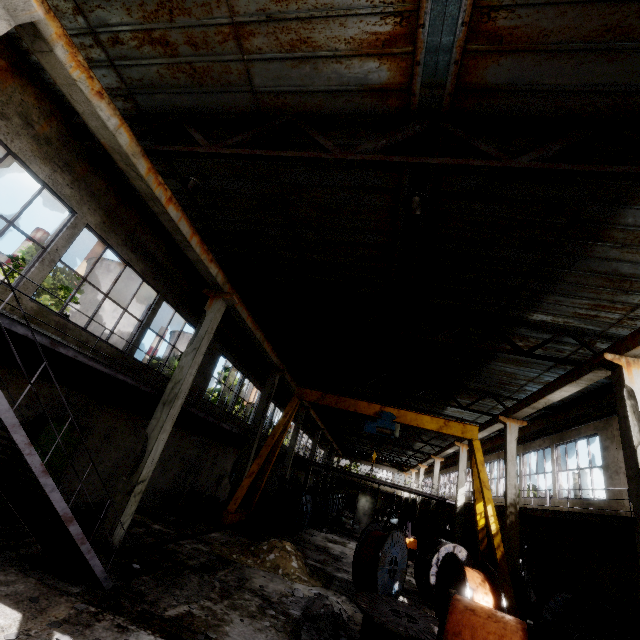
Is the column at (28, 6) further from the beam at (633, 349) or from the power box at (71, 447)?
the beam at (633, 349)

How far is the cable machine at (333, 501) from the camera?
31.4 meters

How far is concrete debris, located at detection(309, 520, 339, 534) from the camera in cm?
2081

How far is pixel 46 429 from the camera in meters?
8.6

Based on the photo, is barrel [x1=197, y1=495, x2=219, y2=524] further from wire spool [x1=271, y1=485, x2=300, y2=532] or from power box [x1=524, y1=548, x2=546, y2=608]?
power box [x1=524, y1=548, x2=546, y2=608]

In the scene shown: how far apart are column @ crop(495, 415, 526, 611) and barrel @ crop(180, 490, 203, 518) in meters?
13.1

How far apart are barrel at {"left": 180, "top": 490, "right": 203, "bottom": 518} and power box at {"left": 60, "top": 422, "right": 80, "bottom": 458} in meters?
6.0

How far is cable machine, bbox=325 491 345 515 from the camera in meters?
31.4 m
